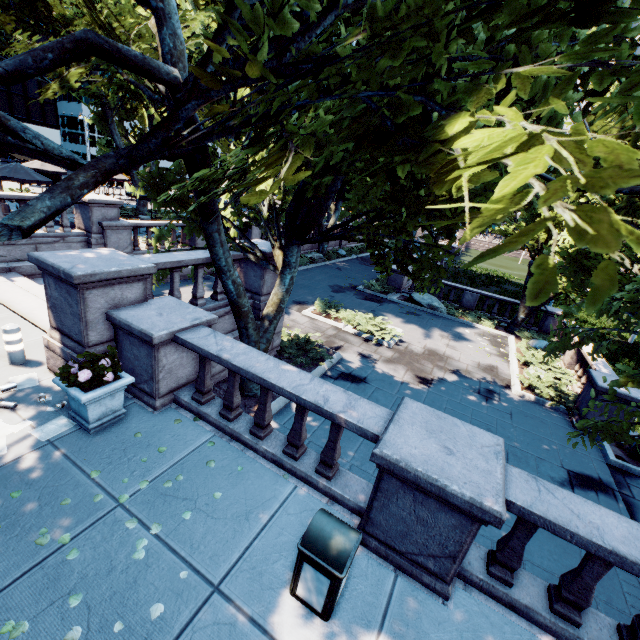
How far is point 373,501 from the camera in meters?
4.1

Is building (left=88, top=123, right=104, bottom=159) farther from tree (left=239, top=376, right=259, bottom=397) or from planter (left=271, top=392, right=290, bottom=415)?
planter (left=271, top=392, right=290, bottom=415)

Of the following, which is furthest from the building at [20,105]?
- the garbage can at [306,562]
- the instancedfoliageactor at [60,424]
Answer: the garbage can at [306,562]

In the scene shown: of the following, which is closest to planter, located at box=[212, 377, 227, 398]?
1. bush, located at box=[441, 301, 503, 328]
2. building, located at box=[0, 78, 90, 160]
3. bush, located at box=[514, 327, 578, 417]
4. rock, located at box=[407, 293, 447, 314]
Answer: bush, located at box=[514, 327, 578, 417]

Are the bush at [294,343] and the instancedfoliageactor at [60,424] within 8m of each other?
yes

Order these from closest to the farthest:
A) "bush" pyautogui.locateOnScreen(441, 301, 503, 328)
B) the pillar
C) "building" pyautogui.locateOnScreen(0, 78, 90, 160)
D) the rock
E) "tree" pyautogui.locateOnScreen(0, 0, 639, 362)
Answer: "tree" pyautogui.locateOnScreen(0, 0, 639, 362)
the pillar
"bush" pyautogui.locateOnScreen(441, 301, 503, 328)
the rock
"building" pyautogui.locateOnScreen(0, 78, 90, 160)

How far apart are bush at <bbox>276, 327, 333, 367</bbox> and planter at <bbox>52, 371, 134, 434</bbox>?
6.86m

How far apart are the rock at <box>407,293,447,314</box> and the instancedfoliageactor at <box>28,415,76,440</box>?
19.4 meters
